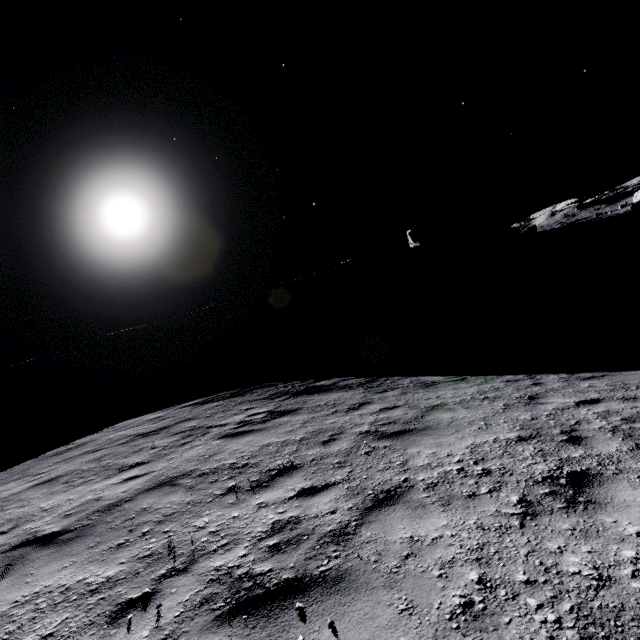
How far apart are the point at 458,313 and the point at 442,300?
21.8m

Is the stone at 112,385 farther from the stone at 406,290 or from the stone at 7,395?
the stone at 406,290

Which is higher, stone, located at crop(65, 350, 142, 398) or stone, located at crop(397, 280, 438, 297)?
stone, located at crop(65, 350, 142, 398)

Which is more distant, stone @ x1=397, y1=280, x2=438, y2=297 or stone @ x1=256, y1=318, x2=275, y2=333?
stone @ x1=397, y1=280, x2=438, y2=297

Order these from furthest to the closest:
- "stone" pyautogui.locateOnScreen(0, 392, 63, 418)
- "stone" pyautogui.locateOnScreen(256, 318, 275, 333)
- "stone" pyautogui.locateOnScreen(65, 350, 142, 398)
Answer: "stone" pyautogui.locateOnScreen(256, 318, 275, 333) < "stone" pyautogui.locateOnScreen(65, 350, 142, 398) < "stone" pyautogui.locateOnScreen(0, 392, 63, 418)

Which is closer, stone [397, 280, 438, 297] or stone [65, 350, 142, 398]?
stone [65, 350, 142, 398]

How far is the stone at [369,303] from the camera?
55.69m

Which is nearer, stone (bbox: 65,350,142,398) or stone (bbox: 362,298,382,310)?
stone (bbox: 65,350,142,398)
